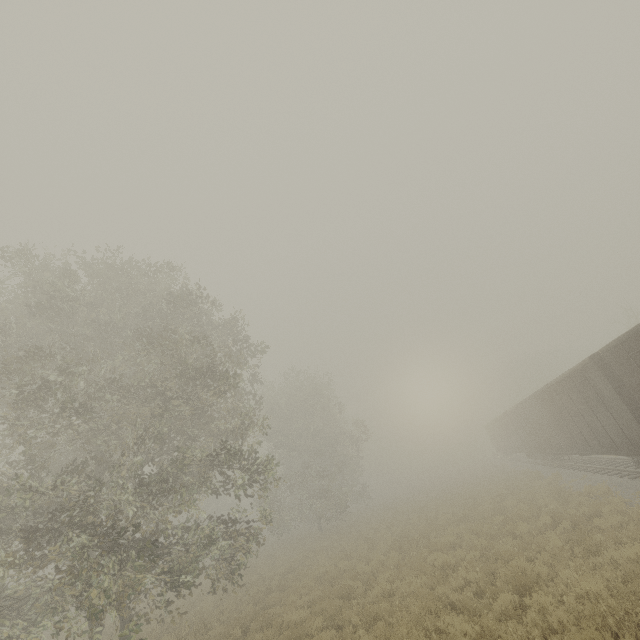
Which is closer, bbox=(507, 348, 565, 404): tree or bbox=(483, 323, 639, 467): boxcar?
bbox=(483, 323, 639, 467): boxcar

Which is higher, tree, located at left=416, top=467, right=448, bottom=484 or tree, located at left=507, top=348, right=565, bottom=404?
tree, located at left=507, top=348, right=565, bottom=404

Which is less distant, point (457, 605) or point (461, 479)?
point (457, 605)

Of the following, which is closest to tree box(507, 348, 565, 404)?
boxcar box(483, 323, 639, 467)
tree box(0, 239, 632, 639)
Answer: boxcar box(483, 323, 639, 467)

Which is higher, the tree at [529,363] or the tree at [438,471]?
the tree at [529,363]

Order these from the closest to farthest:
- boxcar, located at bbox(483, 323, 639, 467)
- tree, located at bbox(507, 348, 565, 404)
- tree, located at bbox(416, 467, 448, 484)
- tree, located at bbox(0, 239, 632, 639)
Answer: tree, located at bbox(0, 239, 632, 639) → boxcar, located at bbox(483, 323, 639, 467) → tree, located at bbox(507, 348, 565, 404) → tree, located at bbox(416, 467, 448, 484)

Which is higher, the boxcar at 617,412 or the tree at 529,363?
the tree at 529,363
